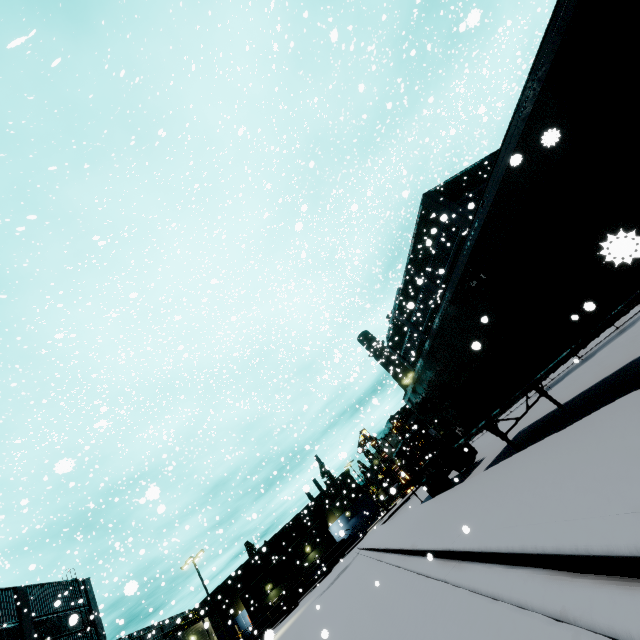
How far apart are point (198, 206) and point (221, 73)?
28.6m

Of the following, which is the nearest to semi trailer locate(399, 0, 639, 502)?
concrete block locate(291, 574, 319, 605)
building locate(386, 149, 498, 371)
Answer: building locate(386, 149, 498, 371)

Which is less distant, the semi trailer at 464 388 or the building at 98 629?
the semi trailer at 464 388

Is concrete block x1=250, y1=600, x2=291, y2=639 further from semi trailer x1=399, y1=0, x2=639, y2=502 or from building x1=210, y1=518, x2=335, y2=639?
semi trailer x1=399, y1=0, x2=639, y2=502

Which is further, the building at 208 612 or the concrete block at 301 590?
the concrete block at 301 590
